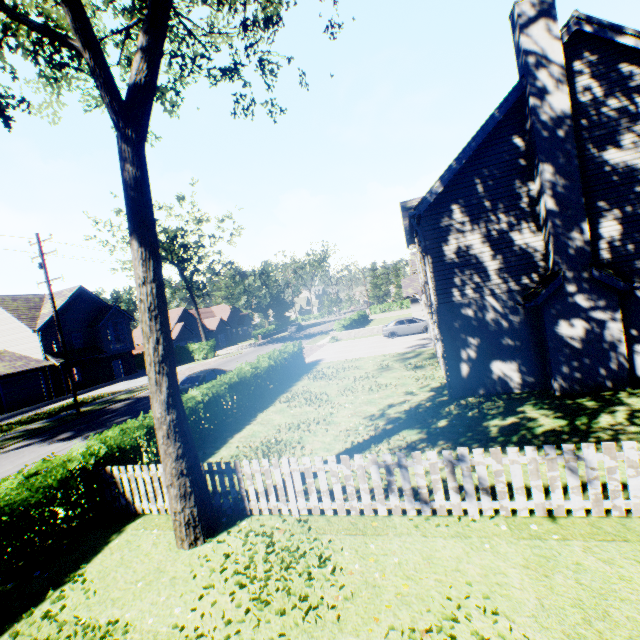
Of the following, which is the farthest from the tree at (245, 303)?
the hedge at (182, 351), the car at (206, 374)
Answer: the car at (206, 374)

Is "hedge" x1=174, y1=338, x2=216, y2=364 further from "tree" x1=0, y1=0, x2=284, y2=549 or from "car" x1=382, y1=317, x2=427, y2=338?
"car" x1=382, y1=317, x2=427, y2=338

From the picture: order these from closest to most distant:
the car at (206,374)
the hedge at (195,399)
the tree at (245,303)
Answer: the hedge at (195,399), the car at (206,374), the tree at (245,303)

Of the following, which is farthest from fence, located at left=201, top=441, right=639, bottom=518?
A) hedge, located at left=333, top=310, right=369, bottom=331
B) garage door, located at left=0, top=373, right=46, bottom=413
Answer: hedge, located at left=333, top=310, right=369, bottom=331

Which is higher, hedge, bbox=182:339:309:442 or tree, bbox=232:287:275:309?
tree, bbox=232:287:275:309

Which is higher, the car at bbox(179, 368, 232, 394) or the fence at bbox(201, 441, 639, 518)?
the car at bbox(179, 368, 232, 394)

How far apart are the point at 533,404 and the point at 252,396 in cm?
1158

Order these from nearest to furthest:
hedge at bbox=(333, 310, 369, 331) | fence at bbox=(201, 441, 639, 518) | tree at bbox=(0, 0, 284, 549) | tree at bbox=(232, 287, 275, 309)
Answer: fence at bbox=(201, 441, 639, 518), tree at bbox=(0, 0, 284, 549), hedge at bbox=(333, 310, 369, 331), tree at bbox=(232, 287, 275, 309)
